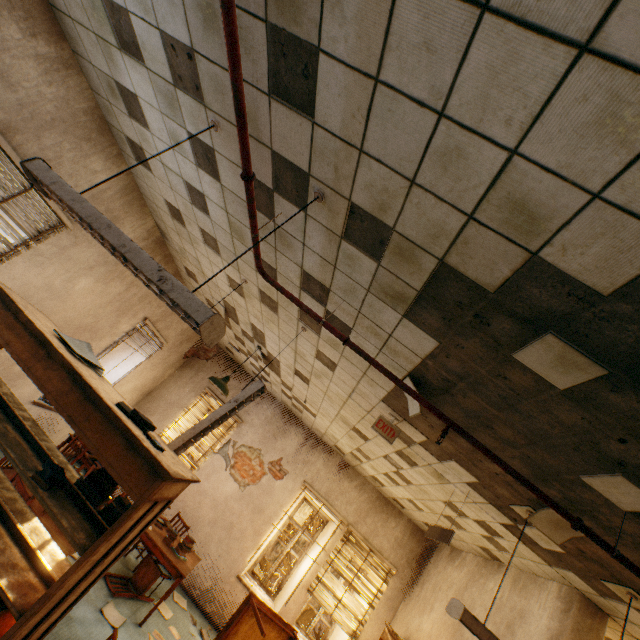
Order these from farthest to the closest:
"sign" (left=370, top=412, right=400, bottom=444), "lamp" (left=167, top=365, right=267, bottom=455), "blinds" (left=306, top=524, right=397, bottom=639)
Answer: "blinds" (left=306, top=524, right=397, bottom=639)
"sign" (left=370, top=412, right=400, bottom=444)
"lamp" (left=167, top=365, right=267, bottom=455)

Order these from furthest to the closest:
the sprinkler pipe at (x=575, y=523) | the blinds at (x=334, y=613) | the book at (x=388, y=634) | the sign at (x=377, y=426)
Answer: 1. the blinds at (x=334, y=613)
2. the book at (x=388, y=634)
3. the sign at (x=377, y=426)
4. the sprinkler pipe at (x=575, y=523)

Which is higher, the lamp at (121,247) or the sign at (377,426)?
the sign at (377,426)

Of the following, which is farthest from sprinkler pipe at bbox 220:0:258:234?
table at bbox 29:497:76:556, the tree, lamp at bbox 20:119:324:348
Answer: the tree

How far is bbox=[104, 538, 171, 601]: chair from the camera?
4.82m

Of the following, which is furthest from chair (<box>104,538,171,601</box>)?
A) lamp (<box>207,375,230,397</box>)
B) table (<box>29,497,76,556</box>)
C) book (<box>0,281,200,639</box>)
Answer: book (<box>0,281,200,639</box>)

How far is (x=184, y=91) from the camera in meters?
2.4

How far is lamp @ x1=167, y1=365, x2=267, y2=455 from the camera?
3.0 meters
